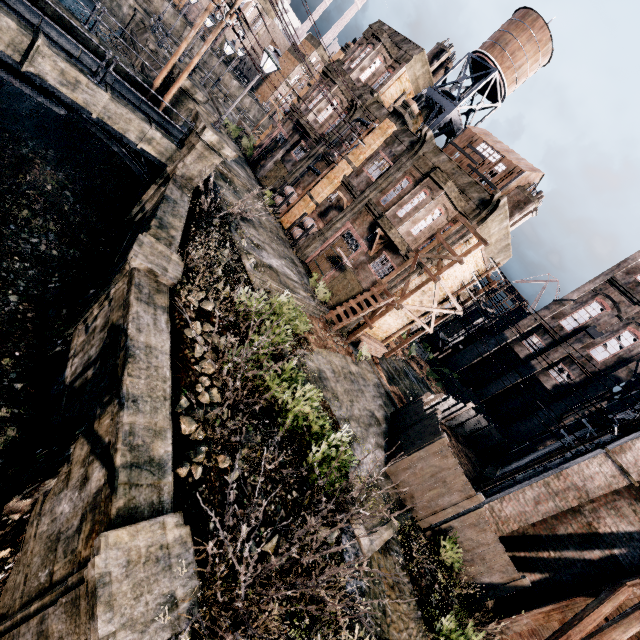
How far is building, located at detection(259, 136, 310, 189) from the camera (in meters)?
28.80

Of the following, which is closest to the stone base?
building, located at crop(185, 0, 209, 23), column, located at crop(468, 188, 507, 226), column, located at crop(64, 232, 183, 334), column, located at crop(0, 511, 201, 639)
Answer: column, located at crop(64, 232, 183, 334)

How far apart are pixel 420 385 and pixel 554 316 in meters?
22.9 m

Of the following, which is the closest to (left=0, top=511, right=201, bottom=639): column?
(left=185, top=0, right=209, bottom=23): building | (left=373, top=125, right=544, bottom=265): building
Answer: (left=373, top=125, right=544, bottom=265): building

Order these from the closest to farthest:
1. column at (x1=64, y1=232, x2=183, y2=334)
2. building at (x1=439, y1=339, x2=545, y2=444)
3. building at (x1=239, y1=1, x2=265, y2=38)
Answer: column at (x1=64, y1=232, x2=183, y2=334)
building at (x1=439, y1=339, x2=545, y2=444)
building at (x1=239, y1=1, x2=265, y2=38)

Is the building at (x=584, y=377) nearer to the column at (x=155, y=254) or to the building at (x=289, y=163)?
the building at (x=289, y=163)

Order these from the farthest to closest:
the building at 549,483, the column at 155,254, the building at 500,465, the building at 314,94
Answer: the building at 314,94 → the building at 500,465 → the building at 549,483 → the column at 155,254

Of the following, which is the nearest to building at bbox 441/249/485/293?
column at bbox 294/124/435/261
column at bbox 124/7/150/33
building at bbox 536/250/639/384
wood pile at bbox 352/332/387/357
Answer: column at bbox 294/124/435/261
